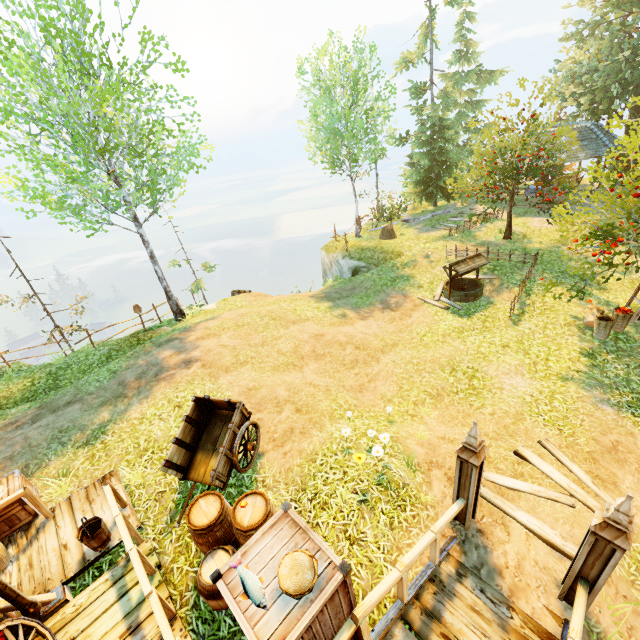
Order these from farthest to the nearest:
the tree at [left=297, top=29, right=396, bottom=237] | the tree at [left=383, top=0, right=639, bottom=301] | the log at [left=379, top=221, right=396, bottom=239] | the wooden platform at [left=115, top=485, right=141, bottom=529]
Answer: the log at [left=379, top=221, right=396, bottom=239] → the tree at [left=297, top=29, right=396, bottom=237] → the tree at [left=383, top=0, right=639, bottom=301] → the wooden platform at [left=115, top=485, right=141, bottom=529]

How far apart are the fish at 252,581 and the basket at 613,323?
11.6m

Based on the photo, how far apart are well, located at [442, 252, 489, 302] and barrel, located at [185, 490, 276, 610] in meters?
10.9 m

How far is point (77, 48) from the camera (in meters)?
10.91

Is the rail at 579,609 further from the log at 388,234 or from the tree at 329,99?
the log at 388,234

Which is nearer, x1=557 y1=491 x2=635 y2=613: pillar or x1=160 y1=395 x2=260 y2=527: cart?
x1=557 y1=491 x2=635 y2=613: pillar

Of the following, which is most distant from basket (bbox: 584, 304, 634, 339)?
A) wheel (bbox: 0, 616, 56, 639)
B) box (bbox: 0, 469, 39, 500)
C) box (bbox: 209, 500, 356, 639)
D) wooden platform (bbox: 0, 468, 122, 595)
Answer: box (bbox: 0, 469, 39, 500)

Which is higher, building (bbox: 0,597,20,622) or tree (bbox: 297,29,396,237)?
tree (bbox: 297,29,396,237)
